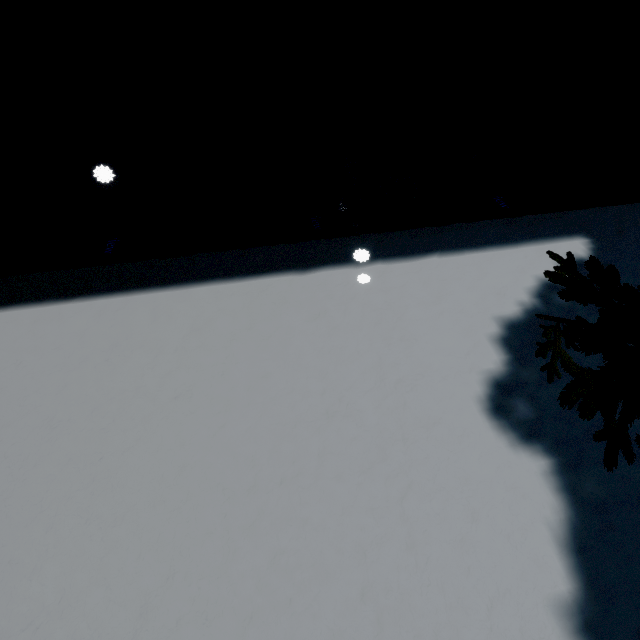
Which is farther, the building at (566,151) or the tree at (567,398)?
the building at (566,151)

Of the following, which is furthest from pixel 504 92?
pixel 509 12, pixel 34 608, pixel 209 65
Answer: pixel 34 608

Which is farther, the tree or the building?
the building
